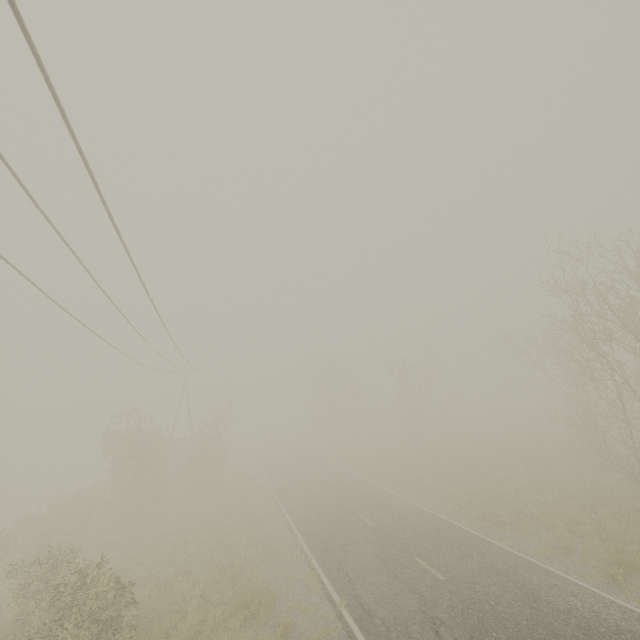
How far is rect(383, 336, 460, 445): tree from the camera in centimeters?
3969cm

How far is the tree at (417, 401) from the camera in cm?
3969

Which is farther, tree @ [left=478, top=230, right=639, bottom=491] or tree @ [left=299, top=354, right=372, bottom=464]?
tree @ [left=299, top=354, right=372, bottom=464]

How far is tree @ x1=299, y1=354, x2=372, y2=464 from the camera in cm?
4956

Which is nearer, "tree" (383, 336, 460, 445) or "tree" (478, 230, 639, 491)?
"tree" (478, 230, 639, 491)

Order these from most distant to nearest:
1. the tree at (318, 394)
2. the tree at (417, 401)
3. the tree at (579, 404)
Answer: the tree at (318, 394)
the tree at (417, 401)
the tree at (579, 404)

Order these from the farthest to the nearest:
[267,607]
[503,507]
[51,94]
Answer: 1. [503,507]
2. [267,607]
3. [51,94]

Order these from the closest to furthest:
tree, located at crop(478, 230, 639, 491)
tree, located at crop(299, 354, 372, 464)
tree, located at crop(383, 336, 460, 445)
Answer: tree, located at crop(478, 230, 639, 491), tree, located at crop(383, 336, 460, 445), tree, located at crop(299, 354, 372, 464)
